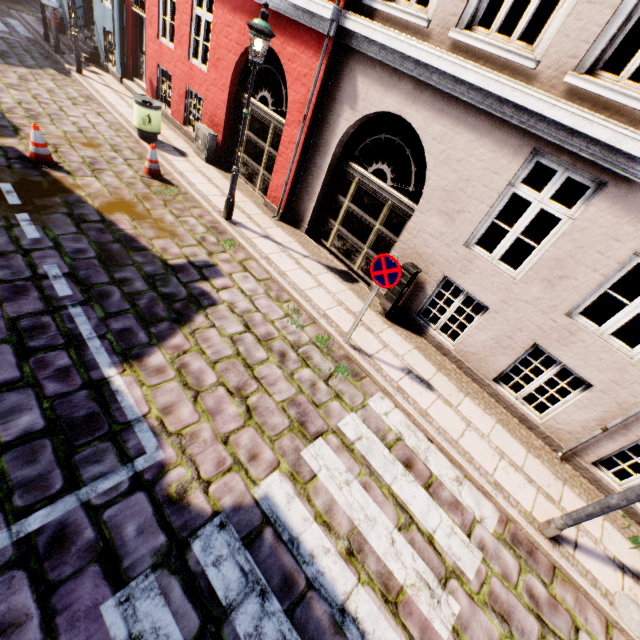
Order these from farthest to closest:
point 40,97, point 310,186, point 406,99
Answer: point 40,97, point 310,186, point 406,99

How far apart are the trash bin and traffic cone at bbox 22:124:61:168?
2.78m

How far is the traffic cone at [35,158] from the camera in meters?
6.6 m

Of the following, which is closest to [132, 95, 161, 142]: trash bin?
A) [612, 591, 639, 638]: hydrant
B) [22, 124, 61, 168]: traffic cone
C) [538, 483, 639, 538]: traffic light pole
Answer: [22, 124, 61, 168]: traffic cone

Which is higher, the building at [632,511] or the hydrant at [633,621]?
the building at [632,511]

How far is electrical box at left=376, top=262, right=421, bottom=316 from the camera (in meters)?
6.39

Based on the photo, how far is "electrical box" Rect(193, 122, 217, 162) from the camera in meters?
9.5

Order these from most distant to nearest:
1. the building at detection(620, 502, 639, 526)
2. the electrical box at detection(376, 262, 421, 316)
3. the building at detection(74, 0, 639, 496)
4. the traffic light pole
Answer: the electrical box at detection(376, 262, 421, 316) < the building at detection(620, 502, 639, 526) < the building at detection(74, 0, 639, 496) < the traffic light pole
